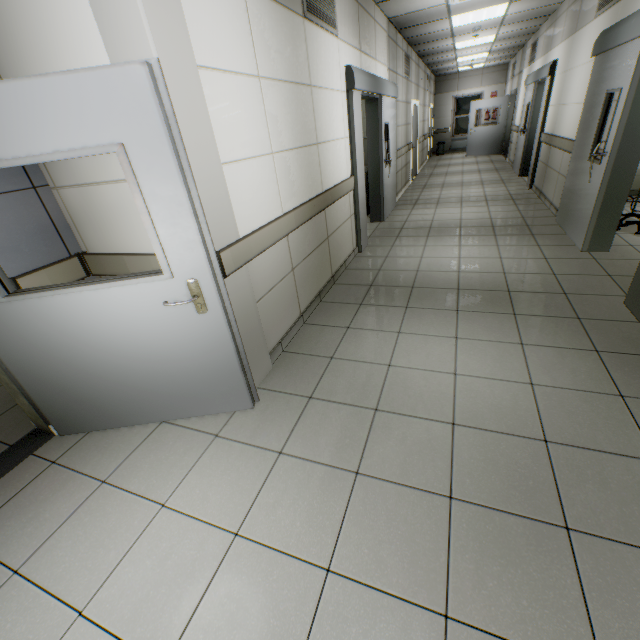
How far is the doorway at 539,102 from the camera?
6.5 meters

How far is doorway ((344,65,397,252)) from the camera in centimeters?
419cm

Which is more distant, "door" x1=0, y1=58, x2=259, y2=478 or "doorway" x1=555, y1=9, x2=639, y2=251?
"doorway" x1=555, y1=9, x2=639, y2=251

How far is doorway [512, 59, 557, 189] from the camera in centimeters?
654cm

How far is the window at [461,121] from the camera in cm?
1558

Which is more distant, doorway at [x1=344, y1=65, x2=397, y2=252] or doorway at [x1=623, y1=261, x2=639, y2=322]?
doorway at [x1=344, y1=65, x2=397, y2=252]

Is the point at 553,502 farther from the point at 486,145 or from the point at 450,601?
the point at 486,145

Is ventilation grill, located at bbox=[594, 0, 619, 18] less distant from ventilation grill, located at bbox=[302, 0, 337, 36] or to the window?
ventilation grill, located at bbox=[302, 0, 337, 36]
